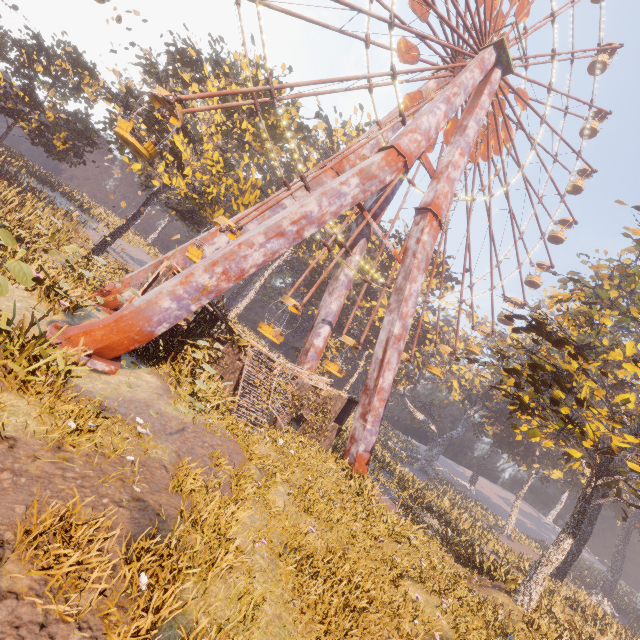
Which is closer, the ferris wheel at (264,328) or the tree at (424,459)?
the ferris wheel at (264,328)

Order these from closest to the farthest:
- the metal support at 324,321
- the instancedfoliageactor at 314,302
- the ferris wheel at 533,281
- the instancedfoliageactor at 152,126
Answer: the instancedfoliageactor at 152,126, the metal support at 324,321, the ferris wheel at 533,281, the instancedfoliageactor at 314,302

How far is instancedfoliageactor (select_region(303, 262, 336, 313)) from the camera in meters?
47.8 m

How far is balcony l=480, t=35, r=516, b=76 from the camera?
19.8m

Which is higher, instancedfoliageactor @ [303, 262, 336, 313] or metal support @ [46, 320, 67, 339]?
instancedfoliageactor @ [303, 262, 336, 313]

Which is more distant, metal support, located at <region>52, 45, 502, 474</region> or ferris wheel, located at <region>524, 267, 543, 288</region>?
ferris wheel, located at <region>524, 267, 543, 288</region>

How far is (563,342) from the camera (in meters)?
11.60

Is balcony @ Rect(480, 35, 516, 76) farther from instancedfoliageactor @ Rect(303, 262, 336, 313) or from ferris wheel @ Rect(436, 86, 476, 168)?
instancedfoliageactor @ Rect(303, 262, 336, 313)
